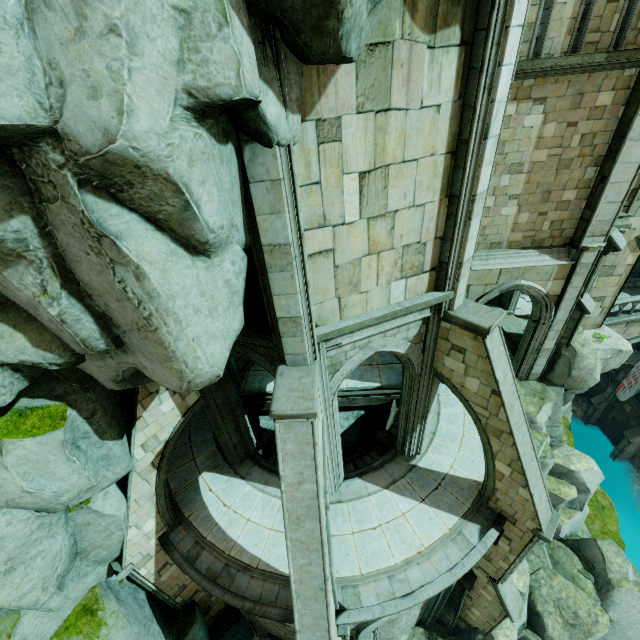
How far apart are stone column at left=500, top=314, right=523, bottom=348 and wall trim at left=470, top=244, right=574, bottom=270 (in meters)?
5.76

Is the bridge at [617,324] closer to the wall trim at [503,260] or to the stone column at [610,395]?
the stone column at [610,395]

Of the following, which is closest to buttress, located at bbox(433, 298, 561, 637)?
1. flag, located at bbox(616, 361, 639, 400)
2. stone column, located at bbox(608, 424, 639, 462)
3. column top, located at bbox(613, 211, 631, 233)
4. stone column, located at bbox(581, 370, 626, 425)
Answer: column top, located at bbox(613, 211, 631, 233)

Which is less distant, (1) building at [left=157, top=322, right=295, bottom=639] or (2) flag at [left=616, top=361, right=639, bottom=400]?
(1) building at [left=157, top=322, right=295, bottom=639]

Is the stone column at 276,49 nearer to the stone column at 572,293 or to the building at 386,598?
the building at 386,598

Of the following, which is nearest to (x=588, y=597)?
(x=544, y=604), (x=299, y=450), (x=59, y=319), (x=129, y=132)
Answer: (x=544, y=604)

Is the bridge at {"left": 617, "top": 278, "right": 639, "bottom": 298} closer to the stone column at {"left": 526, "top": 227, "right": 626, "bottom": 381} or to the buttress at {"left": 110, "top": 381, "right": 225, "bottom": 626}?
the stone column at {"left": 526, "top": 227, "right": 626, "bottom": 381}

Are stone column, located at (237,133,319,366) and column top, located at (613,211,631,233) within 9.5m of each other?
no
